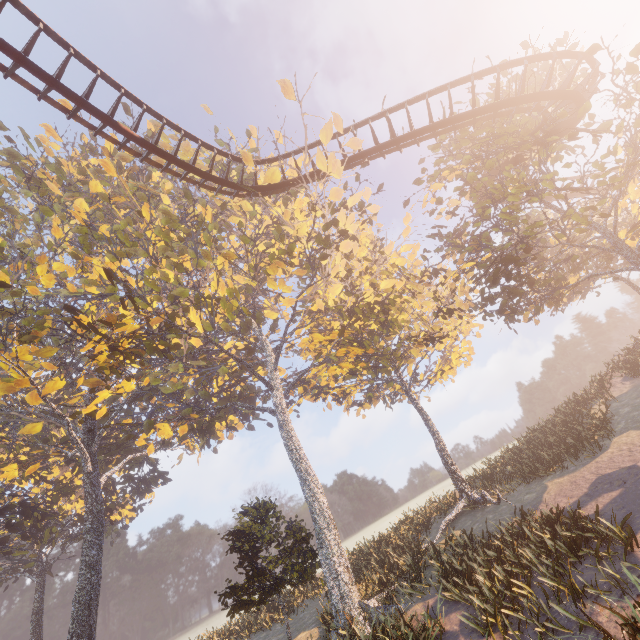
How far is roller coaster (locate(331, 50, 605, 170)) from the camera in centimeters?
1302cm

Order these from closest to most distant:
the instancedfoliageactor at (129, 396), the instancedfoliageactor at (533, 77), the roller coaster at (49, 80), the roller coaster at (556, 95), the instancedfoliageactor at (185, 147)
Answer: the roller coaster at (49, 80)
the roller coaster at (556, 95)
the instancedfoliageactor at (129, 396)
the instancedfoliageactor at (533, 77)
the instancedfoliageactor at (185, 147)

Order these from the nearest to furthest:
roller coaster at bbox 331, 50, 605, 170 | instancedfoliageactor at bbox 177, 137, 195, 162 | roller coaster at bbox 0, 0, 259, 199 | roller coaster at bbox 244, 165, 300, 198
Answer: roller coaster at bbox 0, 0, 259, 199 → roller coaster at bbox 331, 50, 605, 170 → roller coaster at bbox 244, 165, 300, 198 → instancedfoliageactor at bbox 177, 137, 195, 162

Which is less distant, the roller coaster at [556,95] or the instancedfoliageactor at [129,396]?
the roller coaster at [556,95]

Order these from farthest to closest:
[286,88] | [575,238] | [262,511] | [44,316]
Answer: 1. [575,238]
2. [44,316]
3. [262,511]
4. [286,88]

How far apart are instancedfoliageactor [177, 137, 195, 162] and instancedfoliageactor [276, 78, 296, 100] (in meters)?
9.22

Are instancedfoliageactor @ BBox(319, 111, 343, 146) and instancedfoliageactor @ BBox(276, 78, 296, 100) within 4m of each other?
yes

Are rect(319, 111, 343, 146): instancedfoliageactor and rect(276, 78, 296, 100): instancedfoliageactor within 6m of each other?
yes
